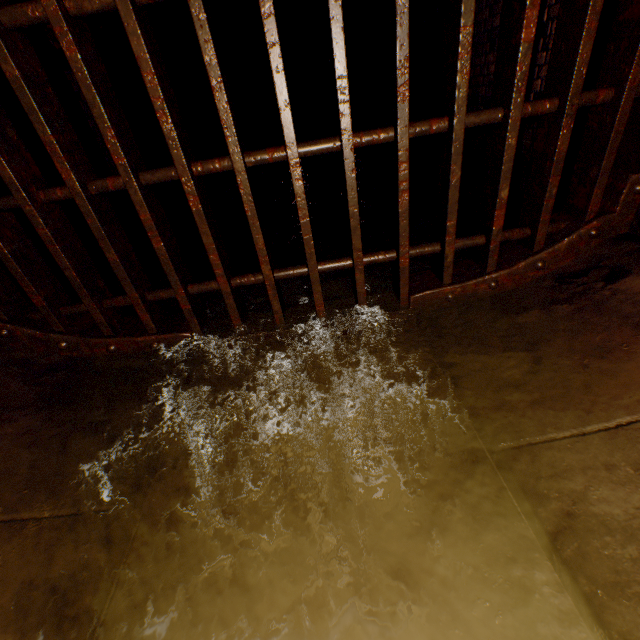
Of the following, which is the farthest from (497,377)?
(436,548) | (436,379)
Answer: (436,548)

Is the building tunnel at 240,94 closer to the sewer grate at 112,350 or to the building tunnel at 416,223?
the building tunnel at 416,223

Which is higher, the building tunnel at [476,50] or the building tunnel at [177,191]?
the building tunnel at [476,50]

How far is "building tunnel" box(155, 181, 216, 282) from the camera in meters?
3.6 m

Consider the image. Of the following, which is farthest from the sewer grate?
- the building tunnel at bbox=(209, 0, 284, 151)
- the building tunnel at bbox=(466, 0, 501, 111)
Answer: the building tunnel at bbox=(209, 0, 284, 151)
